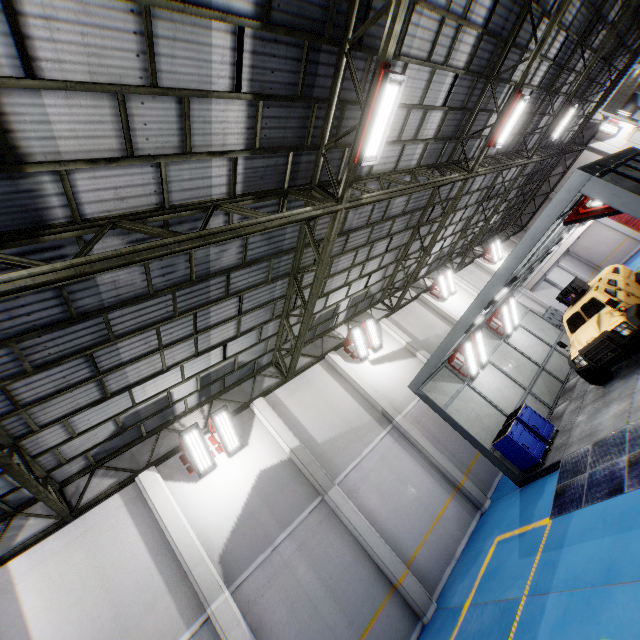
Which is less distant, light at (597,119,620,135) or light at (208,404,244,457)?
light at (208,404,244,457)

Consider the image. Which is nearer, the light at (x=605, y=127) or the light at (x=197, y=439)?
the light at (x=197, y=439)

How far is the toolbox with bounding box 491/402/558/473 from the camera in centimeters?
964cm

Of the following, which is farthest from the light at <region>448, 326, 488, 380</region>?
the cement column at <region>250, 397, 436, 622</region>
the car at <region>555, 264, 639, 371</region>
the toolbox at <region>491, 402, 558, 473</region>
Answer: the cement column at <region>250, 397, 436, 622</region>

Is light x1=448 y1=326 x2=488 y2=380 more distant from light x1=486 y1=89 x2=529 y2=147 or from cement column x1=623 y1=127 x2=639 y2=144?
cement column x1=623 y1=127 x2=639 y2=144

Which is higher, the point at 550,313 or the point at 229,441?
the point at 229,441

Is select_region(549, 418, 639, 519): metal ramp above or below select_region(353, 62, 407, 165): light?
below

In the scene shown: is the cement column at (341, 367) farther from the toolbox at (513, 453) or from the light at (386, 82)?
the light at (386, 82)
